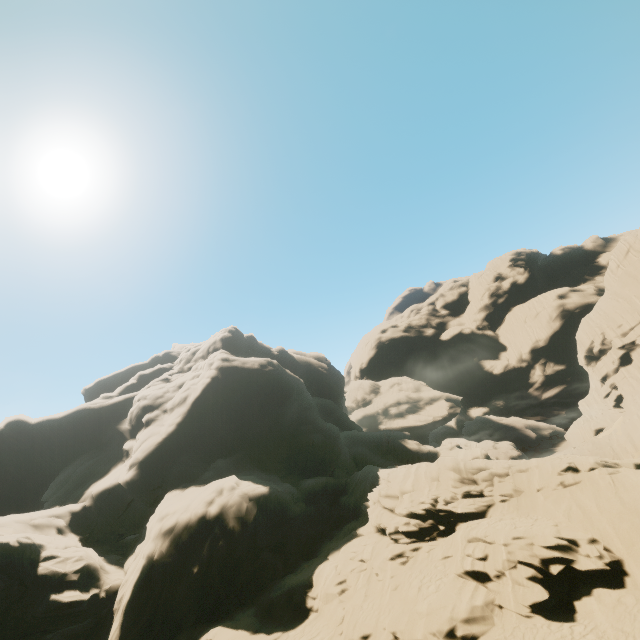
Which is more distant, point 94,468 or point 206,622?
point 94,468
